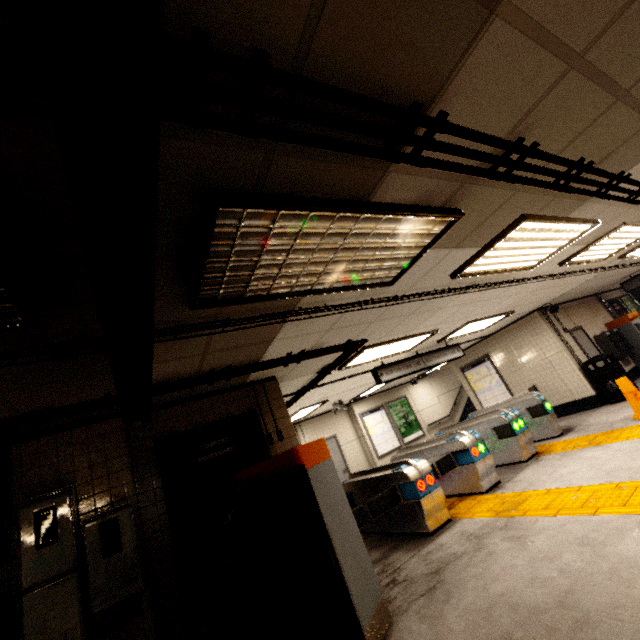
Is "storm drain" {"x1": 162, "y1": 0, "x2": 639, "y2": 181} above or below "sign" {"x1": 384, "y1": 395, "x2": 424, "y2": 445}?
above

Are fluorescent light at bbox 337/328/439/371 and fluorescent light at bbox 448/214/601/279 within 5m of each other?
yes

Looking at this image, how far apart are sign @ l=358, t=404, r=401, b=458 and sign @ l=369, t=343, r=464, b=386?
5.22m

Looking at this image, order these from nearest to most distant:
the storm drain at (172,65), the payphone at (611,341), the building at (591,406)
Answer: the storm drain at (172,65) < the building at (591,406) < the payphone at (611,341)

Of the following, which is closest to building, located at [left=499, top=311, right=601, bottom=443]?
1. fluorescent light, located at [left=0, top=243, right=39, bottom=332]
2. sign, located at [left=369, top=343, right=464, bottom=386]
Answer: sign, located at [left=369, top=343, right=464, bottom=386]

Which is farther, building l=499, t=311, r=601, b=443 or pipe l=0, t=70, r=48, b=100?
building l=499, t=311, r=601, b=443

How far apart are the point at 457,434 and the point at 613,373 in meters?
5.2

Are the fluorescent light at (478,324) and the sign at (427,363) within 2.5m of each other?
yes
